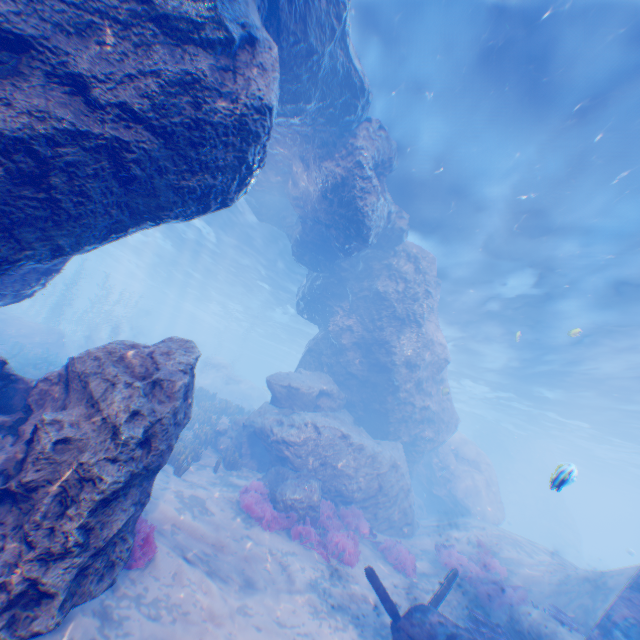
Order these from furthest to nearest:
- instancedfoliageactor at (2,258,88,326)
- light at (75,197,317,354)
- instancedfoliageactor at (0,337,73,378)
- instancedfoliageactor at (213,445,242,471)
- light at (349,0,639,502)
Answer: instancedfoliageactor at (2,258,88,326)
light at (75,197,317,354)
instancedfoliageactor at (0,337,73,378)
instancedfoliageactor at (213,445,242,471)
light at (349,0,639,502)

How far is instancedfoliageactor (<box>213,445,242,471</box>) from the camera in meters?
12.4 m

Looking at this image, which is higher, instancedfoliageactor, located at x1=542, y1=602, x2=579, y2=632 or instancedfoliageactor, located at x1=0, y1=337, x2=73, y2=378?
instancedfoliageactor, located at x1=542, y1=602, x2=579, y2=632

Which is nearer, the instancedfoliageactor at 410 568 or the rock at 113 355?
the rock at 113 355

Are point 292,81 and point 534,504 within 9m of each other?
no

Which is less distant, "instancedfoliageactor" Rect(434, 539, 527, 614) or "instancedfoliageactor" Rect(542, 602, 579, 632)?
"instancedfoliageactor" Rect(542, 602, 579, 632)

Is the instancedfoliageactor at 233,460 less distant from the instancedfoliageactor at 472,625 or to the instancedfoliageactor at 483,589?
the instancedfoliageactor at 483,589
